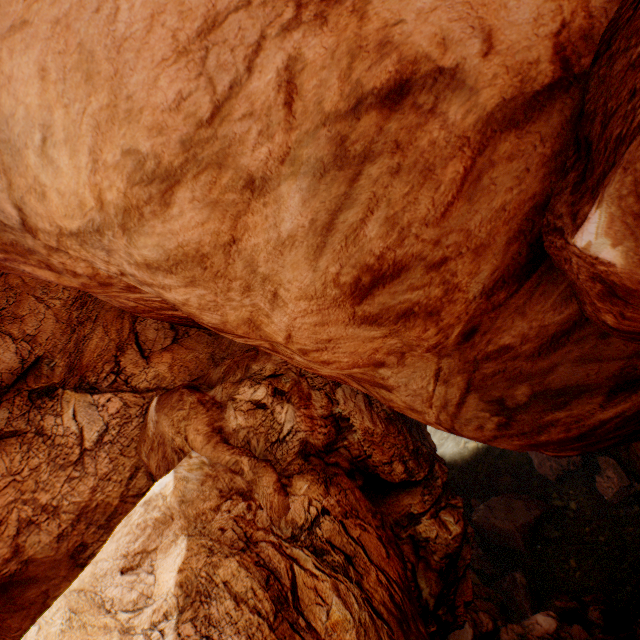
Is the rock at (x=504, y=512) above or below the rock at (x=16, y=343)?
below

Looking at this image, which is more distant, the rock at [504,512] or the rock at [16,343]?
the rock at [504,512]

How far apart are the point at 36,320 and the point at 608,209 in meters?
23.1

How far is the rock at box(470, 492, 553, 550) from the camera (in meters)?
21.44

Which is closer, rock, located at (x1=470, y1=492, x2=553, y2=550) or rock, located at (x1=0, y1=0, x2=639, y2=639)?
rock, located at (x1=0, y1=0, x2=639, y2=639)

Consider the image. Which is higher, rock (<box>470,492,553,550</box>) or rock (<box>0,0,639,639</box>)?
rock (<box>0,0,639,639</box>)
